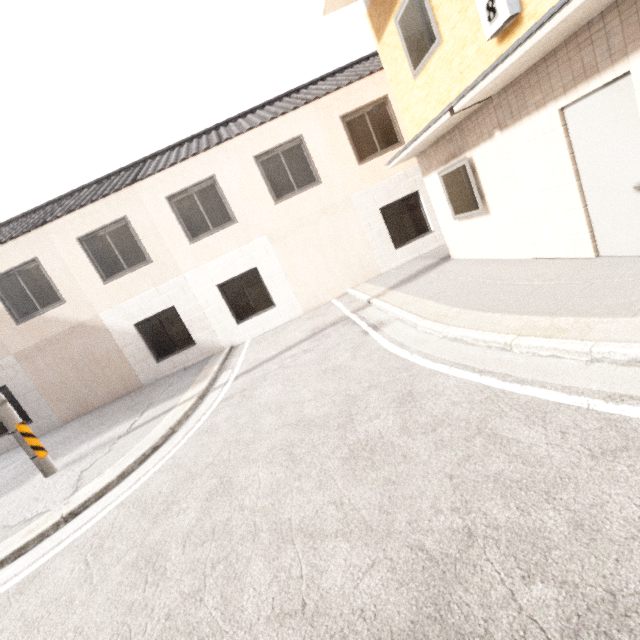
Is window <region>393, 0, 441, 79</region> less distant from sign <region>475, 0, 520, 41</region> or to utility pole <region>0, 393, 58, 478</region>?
sign <region>475, 0, 520, 41</region>

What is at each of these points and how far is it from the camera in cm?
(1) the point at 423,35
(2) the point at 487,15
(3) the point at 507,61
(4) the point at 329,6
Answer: (1) window, 584
(2) sign, 431
(3) awning, 374
(4) balcony, 664

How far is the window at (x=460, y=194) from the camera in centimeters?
629cm

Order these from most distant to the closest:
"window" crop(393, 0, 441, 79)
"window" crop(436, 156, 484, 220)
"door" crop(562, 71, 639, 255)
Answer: "window" crop(436, 156, 484, 220) → "window" crop(393, 0, 441, 79) → "door" crop(562, 71, 639, 255)

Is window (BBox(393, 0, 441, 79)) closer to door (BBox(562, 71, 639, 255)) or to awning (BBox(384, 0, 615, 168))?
awning (BBox(384, 0, 615, 168))

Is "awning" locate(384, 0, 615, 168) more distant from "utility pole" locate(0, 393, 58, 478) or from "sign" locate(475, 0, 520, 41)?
"utility pole" locate(0, 393, 58, 478)

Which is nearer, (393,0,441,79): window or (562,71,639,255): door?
(562,71,639,255): door

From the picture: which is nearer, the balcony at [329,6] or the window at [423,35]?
the window at [423,35]
